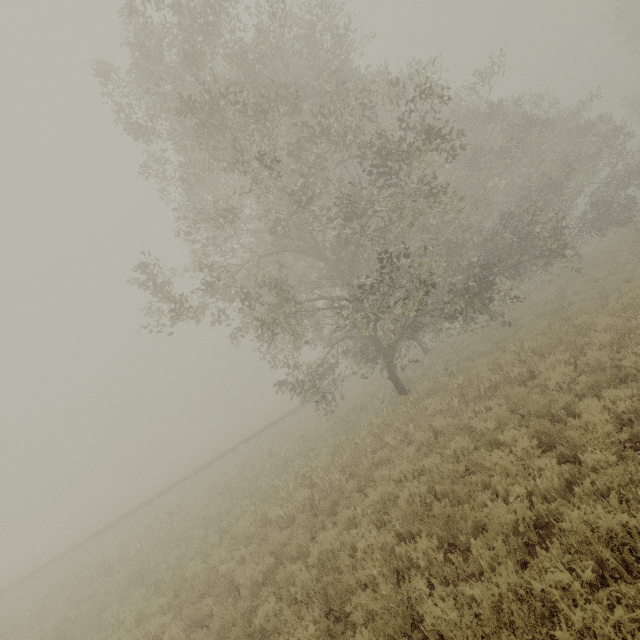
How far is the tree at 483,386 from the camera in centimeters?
924cm

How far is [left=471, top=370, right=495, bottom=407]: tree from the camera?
9.2 meters

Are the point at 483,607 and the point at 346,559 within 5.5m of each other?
yes
